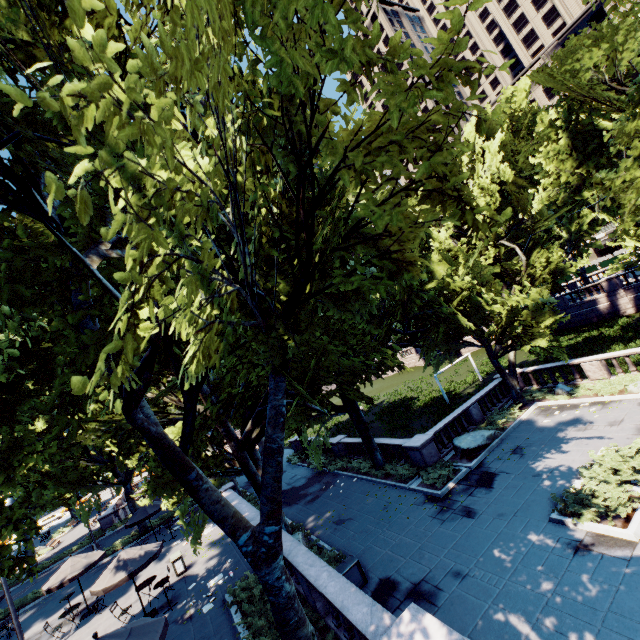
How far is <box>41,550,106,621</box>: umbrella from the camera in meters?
16.0

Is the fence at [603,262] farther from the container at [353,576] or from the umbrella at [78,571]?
the umbrella at [78,571]

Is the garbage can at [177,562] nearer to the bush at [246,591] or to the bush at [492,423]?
the bush at [246,591]

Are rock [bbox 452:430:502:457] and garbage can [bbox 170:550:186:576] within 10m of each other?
no

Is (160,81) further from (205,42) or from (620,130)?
(620,130)

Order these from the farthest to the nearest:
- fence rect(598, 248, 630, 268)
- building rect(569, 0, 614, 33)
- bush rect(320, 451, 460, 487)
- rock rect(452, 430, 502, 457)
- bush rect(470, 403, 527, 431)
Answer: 1. building rect(569, 0, 614, 33)
2. fence rect(598, 248, 630, 268)
3. bush rect(470, 403, 527, 431)
4. rock rect(452, 430, 502, 457)
5. bush rect(320, 451, 460, 487)

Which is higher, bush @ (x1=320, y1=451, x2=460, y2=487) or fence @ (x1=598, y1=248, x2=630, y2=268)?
fence @ (x1=598, y1=248, x2=630, y2=268)

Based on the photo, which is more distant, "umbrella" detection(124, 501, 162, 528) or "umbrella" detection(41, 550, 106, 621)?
"umbrella" detection(124, 501, 162, 528)
